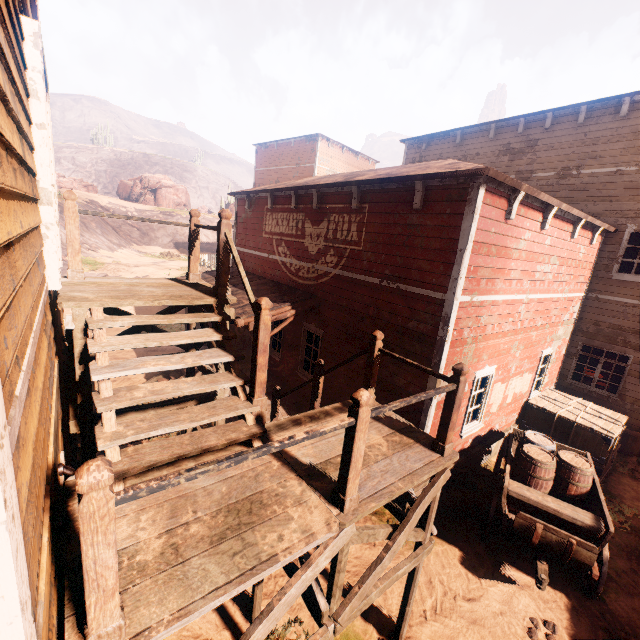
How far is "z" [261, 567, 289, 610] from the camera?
5.2 meters

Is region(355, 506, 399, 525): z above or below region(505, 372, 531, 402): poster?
below

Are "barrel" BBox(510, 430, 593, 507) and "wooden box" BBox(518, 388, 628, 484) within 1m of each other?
no

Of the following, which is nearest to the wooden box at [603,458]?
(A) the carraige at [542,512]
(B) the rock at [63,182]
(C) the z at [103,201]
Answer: (C) the z at [103,201]

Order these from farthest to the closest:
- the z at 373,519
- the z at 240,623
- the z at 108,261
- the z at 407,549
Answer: the z at 108,261 → the z at 373,519 → the z at 407,549 → the z at 240,623

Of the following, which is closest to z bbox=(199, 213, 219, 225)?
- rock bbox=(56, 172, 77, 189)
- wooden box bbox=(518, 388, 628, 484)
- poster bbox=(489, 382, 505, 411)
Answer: wooden box bbox=(518, 388, 628, 484)

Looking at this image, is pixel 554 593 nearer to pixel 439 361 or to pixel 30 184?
Result: pixel 439 361
